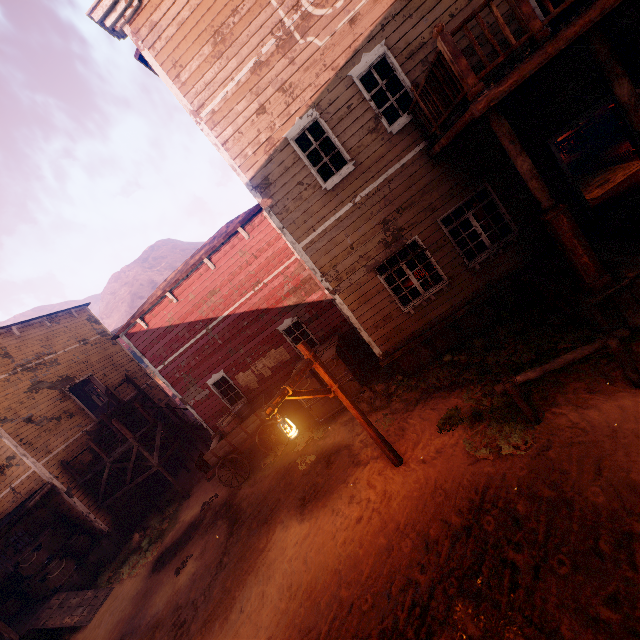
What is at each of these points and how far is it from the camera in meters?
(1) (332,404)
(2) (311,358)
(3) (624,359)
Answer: (1) wooden box, 10.8
(2) light pole, 6.3
(3) horse pole, 4.7

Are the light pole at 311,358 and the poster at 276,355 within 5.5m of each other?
no

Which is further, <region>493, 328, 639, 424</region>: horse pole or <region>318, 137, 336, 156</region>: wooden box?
<region>318, 137, 336, 156</region>: wooden box

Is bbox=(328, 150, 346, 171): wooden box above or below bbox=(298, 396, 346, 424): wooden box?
above

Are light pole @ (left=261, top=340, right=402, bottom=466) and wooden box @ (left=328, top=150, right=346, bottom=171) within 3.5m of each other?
no

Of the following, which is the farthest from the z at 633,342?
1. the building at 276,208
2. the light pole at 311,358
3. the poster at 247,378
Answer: the poster at 247,378

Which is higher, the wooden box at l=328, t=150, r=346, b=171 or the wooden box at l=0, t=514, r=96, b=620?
the wooden box at l=328, t=150, r=346, b=171

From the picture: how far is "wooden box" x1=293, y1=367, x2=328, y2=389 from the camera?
10.58m
